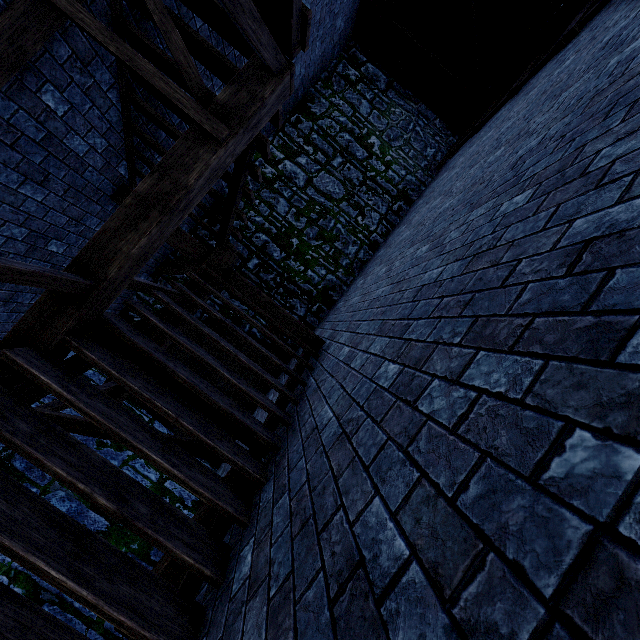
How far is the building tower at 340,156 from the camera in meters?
8.2 m

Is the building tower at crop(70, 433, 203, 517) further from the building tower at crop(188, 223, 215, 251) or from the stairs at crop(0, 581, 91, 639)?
the building tower at crop(188, 223, 215, 251)

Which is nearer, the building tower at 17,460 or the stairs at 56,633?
the stairs at 56,633

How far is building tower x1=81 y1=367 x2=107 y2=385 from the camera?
5.6m

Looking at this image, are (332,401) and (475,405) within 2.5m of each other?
yes

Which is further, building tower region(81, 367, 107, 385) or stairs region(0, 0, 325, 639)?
building tower region(81, 367, 107, 385)

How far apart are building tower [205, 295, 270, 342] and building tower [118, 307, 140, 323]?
0.2m
